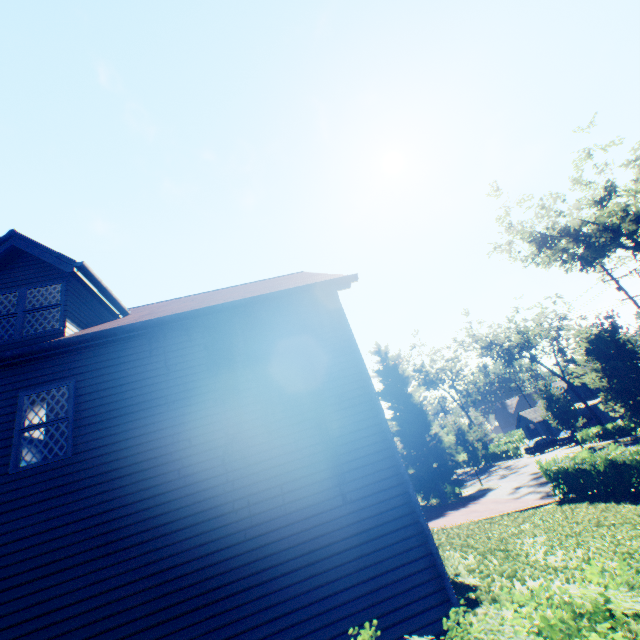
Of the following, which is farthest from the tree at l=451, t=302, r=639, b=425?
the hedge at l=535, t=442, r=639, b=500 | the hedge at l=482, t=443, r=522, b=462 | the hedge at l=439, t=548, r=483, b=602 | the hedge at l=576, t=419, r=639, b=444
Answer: the hedge at l=439, t=548, r=483, b=602

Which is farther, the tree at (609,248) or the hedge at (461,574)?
the tree at (609,248)

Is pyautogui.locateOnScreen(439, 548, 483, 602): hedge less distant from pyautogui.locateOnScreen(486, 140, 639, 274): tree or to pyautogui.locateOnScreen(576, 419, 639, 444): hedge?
pyautogui.locateOnScreen(486, 140, 639, 274): tree

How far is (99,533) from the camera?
5.6 meters

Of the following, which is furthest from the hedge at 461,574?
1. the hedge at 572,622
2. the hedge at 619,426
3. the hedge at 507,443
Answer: the hedge at 507,443

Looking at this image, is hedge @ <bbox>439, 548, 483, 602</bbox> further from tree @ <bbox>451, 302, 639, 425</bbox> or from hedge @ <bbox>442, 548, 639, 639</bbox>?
tree @ <bbox>451, 302, 639, 425</bbox>

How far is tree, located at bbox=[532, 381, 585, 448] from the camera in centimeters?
3053cm

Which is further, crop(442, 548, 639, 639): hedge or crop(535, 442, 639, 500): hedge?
crop(535, 442, 639, 500): hedge
